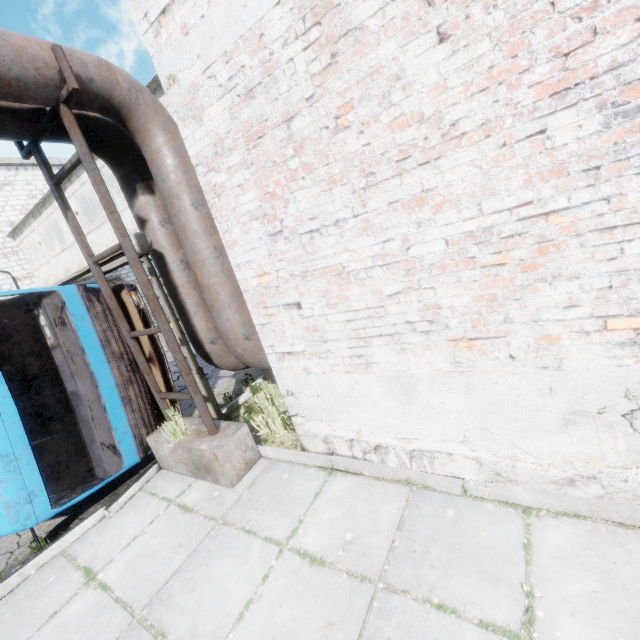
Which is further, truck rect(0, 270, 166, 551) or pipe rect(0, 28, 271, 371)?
truck rect(0, 270, 166, 551)

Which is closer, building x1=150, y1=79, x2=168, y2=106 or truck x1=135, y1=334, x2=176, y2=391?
truck x1=135, y1=334, x2=176, y2=391

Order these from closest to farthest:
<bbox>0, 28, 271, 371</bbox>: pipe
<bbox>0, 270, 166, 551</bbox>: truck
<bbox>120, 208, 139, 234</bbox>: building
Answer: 1. <bbox>0, 28, 271, 371</bbox>: pipe
2. <bbox>0, 270, 166, 551</bbox>: truck
3. <bbox>120, 208, 139, 234</bbox>: building

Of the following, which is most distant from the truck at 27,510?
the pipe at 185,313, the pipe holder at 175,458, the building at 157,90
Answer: the building at 157,90

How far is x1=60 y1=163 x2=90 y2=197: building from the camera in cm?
1142

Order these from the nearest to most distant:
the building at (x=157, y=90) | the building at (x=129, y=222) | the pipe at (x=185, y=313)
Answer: the pipe at (x=185, y=313), the building at (x=157, y=90), the building at (x=129, y=222)

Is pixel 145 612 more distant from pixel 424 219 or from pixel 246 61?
pixel 246 61
